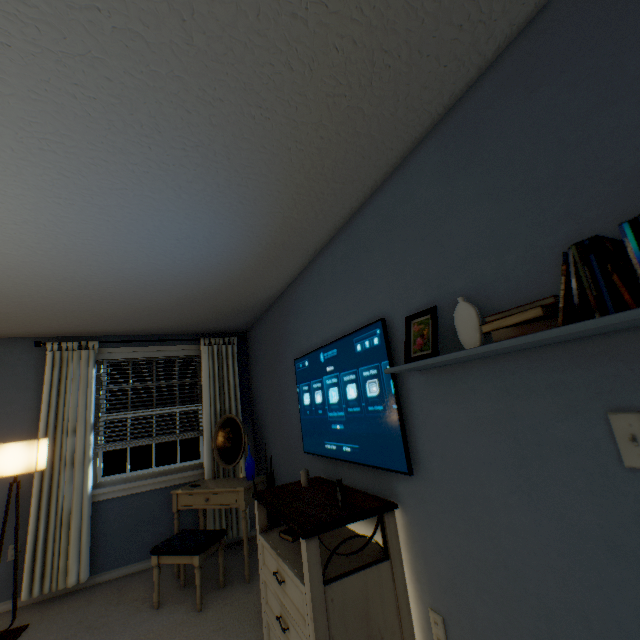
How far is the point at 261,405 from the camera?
3.8m

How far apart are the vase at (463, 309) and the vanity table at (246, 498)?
2.6m

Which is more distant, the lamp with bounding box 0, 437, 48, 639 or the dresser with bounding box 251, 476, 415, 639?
the lamp with bounding box 0, 437, 48, 639

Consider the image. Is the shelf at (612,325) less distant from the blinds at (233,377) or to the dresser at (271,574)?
the dresser at (271,574)

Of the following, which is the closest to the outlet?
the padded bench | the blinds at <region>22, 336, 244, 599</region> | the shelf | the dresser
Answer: the dresser

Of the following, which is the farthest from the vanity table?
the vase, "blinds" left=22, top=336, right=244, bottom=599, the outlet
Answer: the vase

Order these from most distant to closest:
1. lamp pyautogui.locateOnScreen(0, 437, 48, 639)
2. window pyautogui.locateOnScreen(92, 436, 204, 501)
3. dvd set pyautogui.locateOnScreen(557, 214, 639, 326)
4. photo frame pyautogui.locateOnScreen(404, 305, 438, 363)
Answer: Answer: window pyautogui.locateOnScreen(92, 436, 204, 501) < lamp pyautogui.locateOnScreen(0, 437, 48, 639) < photo frame pyautogui.locateOnScreen(404, 305, 438, 363) < dvd set pyautogui.locateOnScreen(557, 214, 639, 326)

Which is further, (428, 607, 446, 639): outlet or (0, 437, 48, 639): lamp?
(0, 437, 48, 639): lamp
